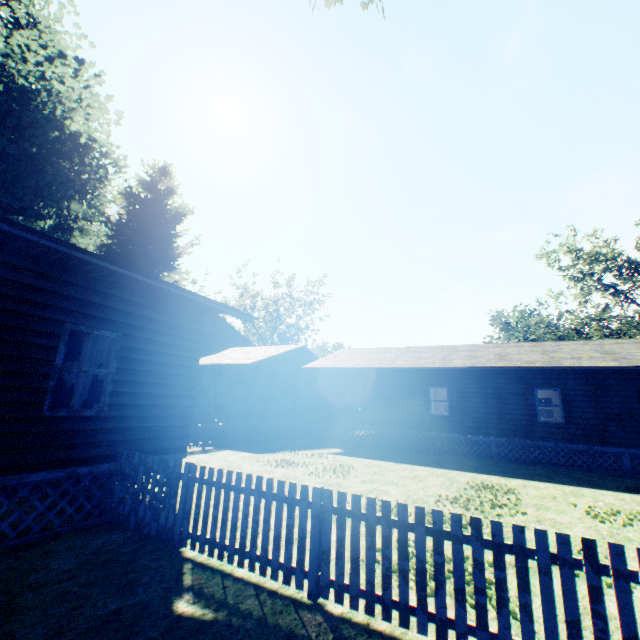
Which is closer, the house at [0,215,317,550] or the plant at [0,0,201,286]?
the house at [0,215,317,550]

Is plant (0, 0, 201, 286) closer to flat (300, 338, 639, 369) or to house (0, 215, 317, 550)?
house (0, 215, 317, 550)

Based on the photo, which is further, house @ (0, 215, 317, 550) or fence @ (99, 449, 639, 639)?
house @ (0, 215, 317, 550)

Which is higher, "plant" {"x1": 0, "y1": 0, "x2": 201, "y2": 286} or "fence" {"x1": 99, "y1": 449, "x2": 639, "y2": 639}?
"plant" {"x1": 0, "y1": 0, "x2": 201, "y2": 286}

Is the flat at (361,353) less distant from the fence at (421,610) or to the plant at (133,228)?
the fence at (421,610)

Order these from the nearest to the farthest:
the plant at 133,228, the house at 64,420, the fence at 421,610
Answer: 1. the fence at 421,610
2. the house at 64,420
3. the plant at 133,228

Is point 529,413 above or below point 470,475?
above

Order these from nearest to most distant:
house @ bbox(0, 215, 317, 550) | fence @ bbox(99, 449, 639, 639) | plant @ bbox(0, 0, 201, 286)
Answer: fence @ bbox(99, 449, 639, 639)
house @ bbox(0, 215, 317, 550)
plant @ bbox(0, 0, 201, 286)
